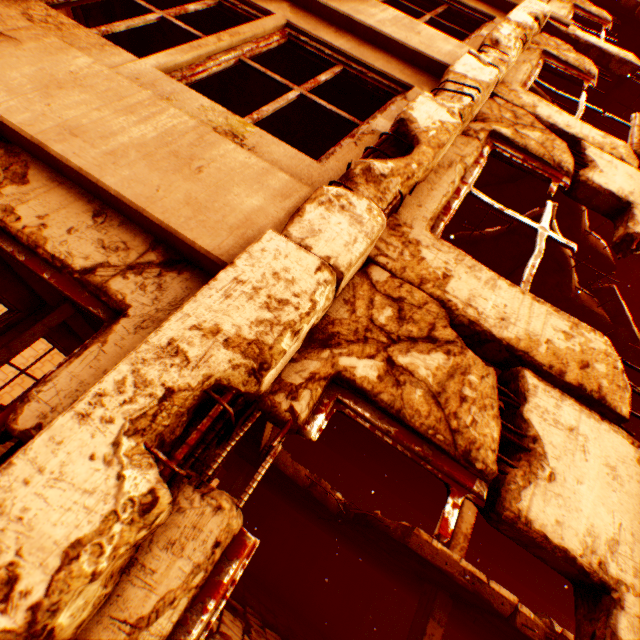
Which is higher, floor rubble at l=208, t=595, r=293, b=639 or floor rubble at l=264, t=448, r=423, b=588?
floor rubble at l=264, t=448, r=423, b=588

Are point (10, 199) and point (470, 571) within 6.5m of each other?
no

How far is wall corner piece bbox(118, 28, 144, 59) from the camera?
4.6m

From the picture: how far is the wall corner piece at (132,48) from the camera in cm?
458

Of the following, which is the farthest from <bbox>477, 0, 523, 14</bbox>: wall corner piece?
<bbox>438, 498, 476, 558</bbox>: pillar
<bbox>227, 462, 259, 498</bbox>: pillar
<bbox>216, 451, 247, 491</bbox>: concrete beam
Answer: <bbox>438, 498, 476, 558</bbox>: pillar

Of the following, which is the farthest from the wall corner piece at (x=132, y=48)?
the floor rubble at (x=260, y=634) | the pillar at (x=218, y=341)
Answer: the floor rubble at (x=260, y=634)

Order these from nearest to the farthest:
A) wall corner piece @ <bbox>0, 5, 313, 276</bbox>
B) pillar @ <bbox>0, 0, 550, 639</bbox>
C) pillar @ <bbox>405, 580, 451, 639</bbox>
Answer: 1. pillar @ <bbox>0, 0, 550, 639</bbox>
2. wall corner piece @ <bbox>0, 5, 313, 276</bbox>
3. pillar @ <bbox>405, 580, 451, 639</bbox>

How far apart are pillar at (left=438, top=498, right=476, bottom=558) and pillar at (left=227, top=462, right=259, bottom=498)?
5.0m
